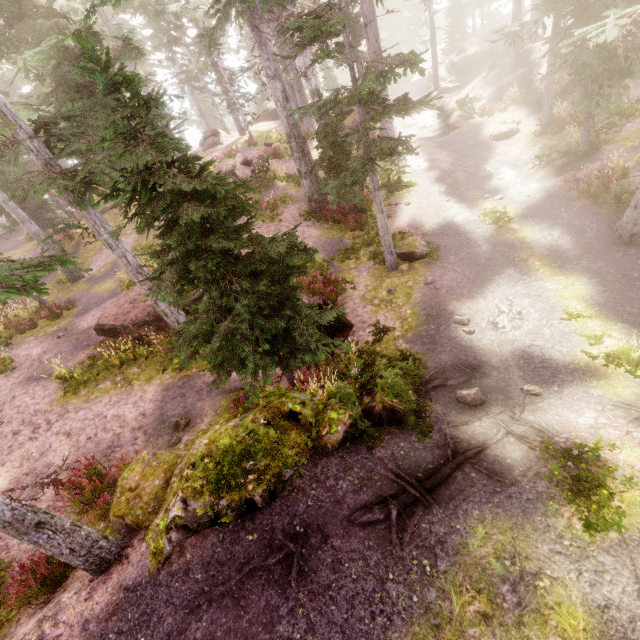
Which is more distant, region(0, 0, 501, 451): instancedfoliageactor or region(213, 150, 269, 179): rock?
region(213, 150, 269, 179): rock

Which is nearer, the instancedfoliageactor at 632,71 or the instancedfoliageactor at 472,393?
the instancedfoliageactor at 472,393

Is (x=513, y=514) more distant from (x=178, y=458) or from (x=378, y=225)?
(x=378, y=225)

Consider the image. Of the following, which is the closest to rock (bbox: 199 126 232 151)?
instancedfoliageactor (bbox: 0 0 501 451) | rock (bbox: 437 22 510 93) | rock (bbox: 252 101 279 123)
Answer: instancedfoliageactor (bbox: 0 0 501 451)

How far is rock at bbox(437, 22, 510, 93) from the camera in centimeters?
2575cm

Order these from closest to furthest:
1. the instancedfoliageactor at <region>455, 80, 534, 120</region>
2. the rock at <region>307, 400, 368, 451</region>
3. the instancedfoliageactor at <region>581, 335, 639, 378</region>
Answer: the rock at <region>307, 400, 368, 451</region> < the instancedfoliageactor at <region>581, 335, 639, 378</region> < the instancedfoliageactor at <region>455, 80, 534, 120</region>

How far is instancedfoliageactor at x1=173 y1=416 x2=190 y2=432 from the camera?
9.7 meters
